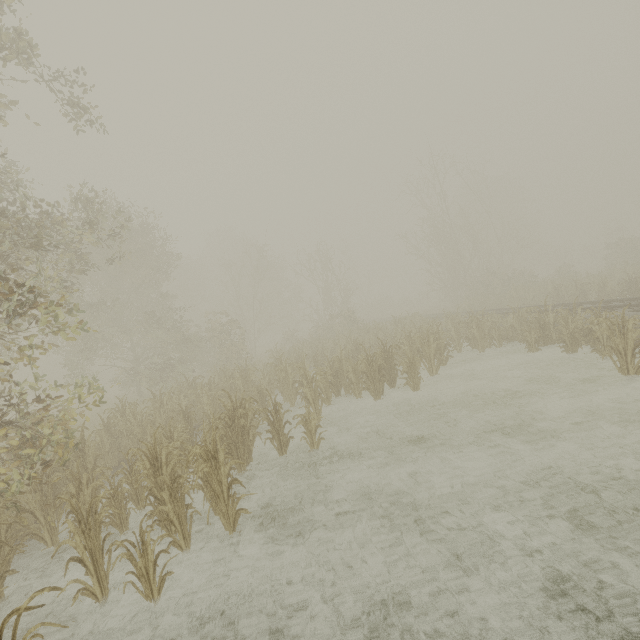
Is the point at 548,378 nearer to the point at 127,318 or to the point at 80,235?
the point at 80,235
